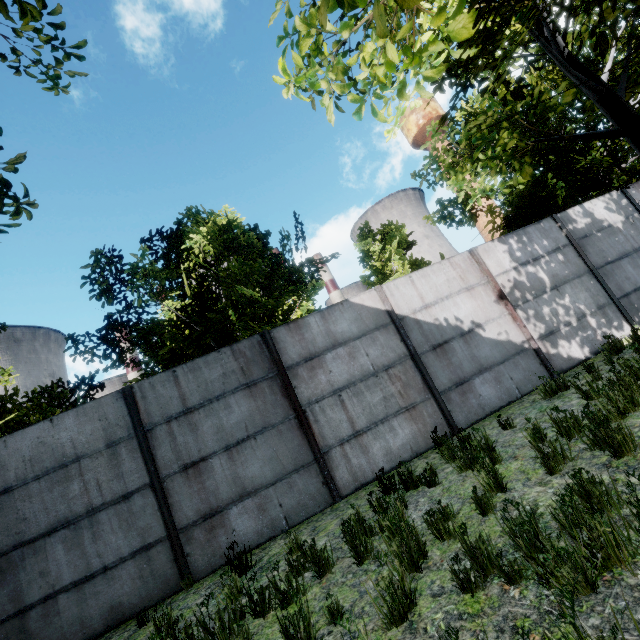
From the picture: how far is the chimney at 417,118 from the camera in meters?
56.4

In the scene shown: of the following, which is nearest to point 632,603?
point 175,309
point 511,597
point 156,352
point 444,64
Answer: point 511,597

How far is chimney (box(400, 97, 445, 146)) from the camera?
56.4 meters
